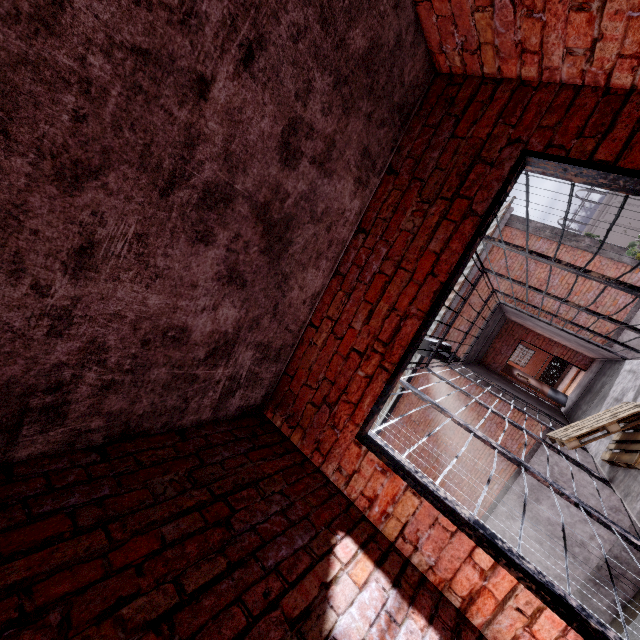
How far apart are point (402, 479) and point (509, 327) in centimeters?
1225cm

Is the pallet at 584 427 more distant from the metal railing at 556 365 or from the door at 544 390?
the metal railing at 556 365

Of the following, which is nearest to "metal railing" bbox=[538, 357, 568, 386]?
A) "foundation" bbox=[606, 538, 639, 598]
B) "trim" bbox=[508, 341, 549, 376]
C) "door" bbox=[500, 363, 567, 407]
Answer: "door" bbox=[500, 363, 567, 407]

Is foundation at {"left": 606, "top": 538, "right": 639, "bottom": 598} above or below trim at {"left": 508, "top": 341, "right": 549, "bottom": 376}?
below

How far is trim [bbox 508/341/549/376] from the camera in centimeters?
2475cm

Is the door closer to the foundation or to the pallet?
the foundation

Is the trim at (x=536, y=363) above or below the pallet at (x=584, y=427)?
above

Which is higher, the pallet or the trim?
the trim
